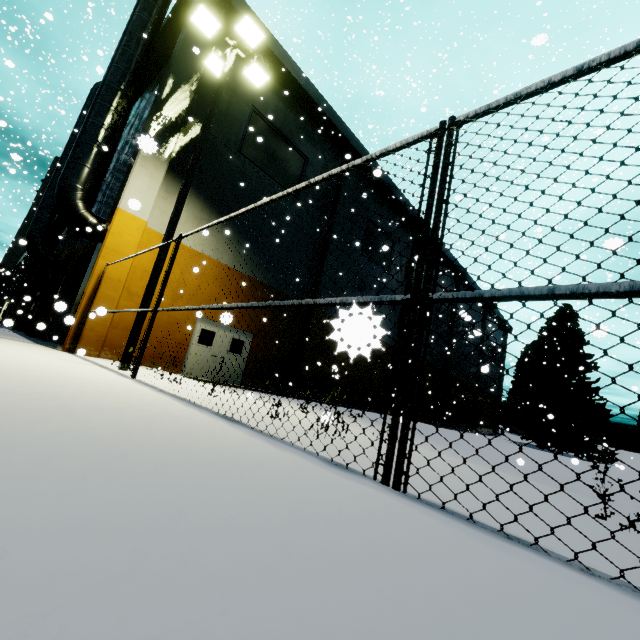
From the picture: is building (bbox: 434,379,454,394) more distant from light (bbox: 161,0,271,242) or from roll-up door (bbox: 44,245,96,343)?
light (bbox: 161,0,271,242)

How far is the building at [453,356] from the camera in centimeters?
3206cm

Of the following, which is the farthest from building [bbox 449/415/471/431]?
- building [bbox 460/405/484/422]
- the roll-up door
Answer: building [bbox 460/405/484/422]

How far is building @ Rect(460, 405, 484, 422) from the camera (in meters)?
36.59

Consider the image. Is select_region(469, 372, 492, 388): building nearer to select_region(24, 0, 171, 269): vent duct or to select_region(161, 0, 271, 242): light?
select_region(24, 0, 171, 269): vent duct

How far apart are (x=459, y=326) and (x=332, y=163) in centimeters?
2368cm

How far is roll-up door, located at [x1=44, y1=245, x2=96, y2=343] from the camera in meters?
14.5 m

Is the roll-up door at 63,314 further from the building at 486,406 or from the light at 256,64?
the light at 256,64
